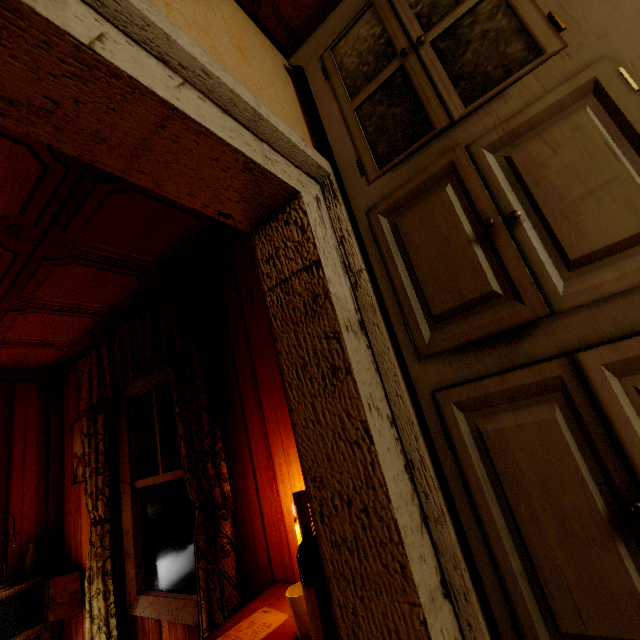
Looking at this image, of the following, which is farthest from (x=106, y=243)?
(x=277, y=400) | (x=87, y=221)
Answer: (x=277, y=400)

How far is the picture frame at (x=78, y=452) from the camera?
3.17m

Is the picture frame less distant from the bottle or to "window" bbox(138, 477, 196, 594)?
"window" bbox(138, 477, 196, 594)

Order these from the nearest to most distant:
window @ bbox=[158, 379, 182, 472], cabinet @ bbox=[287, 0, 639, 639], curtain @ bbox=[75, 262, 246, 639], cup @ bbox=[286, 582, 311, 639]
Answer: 1. cabinet @ bbox=[287, 0, 639, 639]
2. cup @ bbox=[286, 582, 311, 639]
3. curtain @ bbox=[75, 262, 246, 639]
4. window @ bbox=[158, 379, 182, 472]

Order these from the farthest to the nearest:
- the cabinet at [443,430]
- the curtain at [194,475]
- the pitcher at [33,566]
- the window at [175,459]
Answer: the pitcher at [33,566], the window at [175,459], the curtain at [194,475], the cabinet at [443,430]

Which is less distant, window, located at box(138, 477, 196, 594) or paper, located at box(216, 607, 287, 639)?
paper, located at box(216, 607, 287, 639)

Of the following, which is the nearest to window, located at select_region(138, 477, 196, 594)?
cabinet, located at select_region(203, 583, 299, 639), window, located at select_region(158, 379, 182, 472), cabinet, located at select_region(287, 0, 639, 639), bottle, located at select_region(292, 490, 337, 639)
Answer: window, located at select_region(158, 379, 182, 472)

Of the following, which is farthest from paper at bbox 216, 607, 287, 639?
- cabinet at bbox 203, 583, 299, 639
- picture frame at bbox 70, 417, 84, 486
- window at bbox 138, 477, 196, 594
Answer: picture frame at bbox 70, 417, 84, 486
